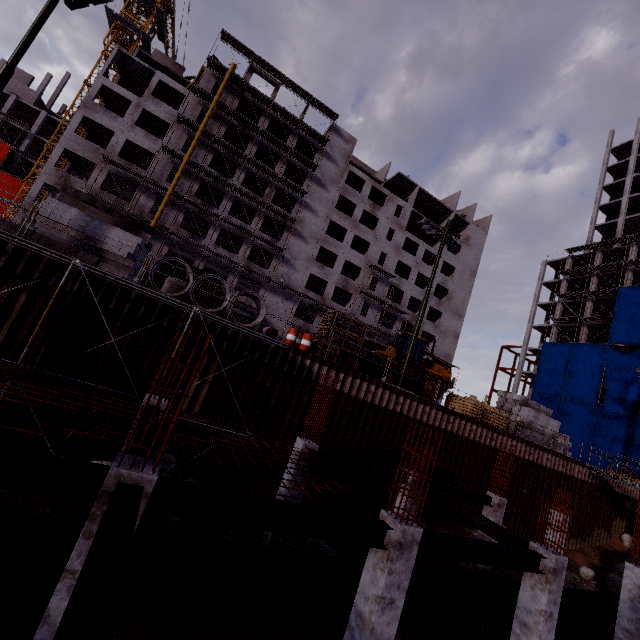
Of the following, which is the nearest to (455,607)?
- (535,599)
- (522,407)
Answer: (535,599)

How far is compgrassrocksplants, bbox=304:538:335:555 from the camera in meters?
11.1 m

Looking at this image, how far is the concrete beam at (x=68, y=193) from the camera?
15.0 meters

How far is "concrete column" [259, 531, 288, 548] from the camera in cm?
1004

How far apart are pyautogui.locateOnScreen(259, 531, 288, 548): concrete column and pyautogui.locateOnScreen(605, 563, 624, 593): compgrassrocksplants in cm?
2361

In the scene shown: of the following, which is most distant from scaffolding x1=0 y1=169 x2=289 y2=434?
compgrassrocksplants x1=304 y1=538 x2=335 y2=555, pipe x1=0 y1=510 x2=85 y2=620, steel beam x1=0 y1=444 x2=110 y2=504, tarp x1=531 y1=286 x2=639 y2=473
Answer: compgrassrocksplants x1=304 y1=538 x2=335 y2=555

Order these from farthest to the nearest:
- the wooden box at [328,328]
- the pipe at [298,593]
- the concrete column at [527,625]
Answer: the wooden box at [328,328], the concrete column at [527,625], the pipe at [298,593]

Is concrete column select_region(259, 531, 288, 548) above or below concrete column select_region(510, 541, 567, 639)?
below
